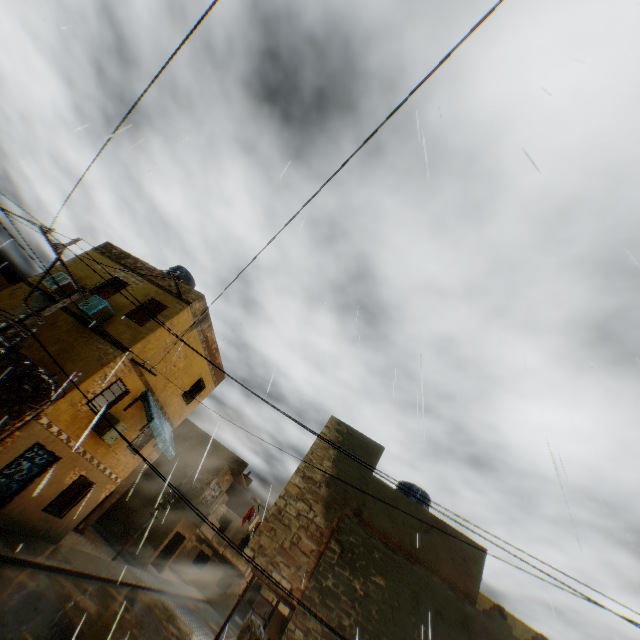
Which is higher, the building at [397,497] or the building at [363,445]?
the building at [363,445]

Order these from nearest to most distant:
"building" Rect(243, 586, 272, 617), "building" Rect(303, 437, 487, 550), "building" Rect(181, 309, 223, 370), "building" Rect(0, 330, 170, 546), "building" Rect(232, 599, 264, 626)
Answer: "building" Rect(303, 437, 487, 550), "building" Rect(0, 330, 170, 546), "building" Rect(181, 309, 223, 370), "building" Rect(232, 599, 264, 626), "building" Rect(243, 586, 272, 617)

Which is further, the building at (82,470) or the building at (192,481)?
the building at (192,481)

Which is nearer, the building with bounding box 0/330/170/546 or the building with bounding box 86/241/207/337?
the building with bounding box 0/330/170/546

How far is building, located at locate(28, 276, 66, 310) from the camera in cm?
1345

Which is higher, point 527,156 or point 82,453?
point 527,156
